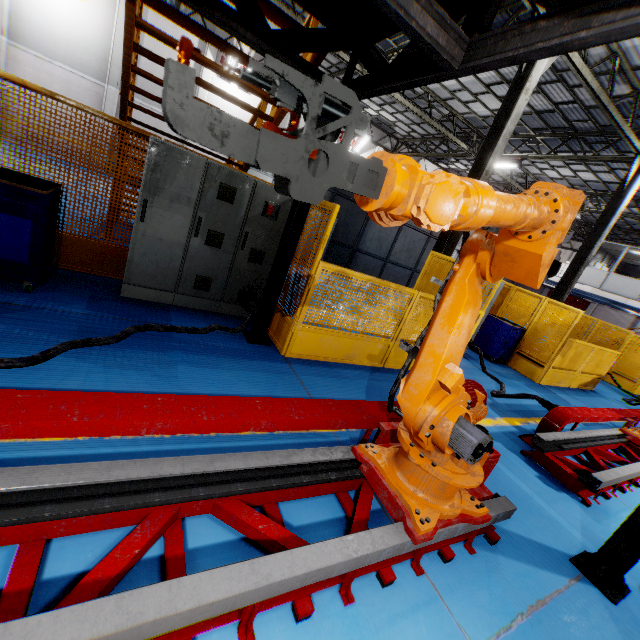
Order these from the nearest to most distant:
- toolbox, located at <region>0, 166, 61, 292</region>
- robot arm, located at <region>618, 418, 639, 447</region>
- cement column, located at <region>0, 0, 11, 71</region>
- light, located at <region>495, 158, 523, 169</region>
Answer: toolbox, located at <region>0, 166, 61, 292</region> → robot arm, located at <region>618, 418, 639, 447</region> → cement column, located at <region>0, 0, 11, 71</region> → light, located at <region>495, 158, 523, 169</region>

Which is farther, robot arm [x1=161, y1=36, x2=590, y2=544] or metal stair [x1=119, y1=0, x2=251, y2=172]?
metal stair [x1=119, y1=0, x2=251, y2=172]

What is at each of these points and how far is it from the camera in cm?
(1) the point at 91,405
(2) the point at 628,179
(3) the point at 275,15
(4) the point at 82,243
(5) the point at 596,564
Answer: (1) metal platform, 183
(2) metal pole, 1192
(3) metal stair, 375
(4) metal panel, 477
(5) metal pole, 287

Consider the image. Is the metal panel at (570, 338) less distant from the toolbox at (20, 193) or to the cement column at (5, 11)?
the toolbox at (20, 193)

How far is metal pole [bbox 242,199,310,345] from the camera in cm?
432

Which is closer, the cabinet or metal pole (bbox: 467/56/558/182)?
the cabinet

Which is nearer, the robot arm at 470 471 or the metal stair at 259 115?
the robot arm at 470 471

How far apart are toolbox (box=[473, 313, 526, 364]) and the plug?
7.31m
